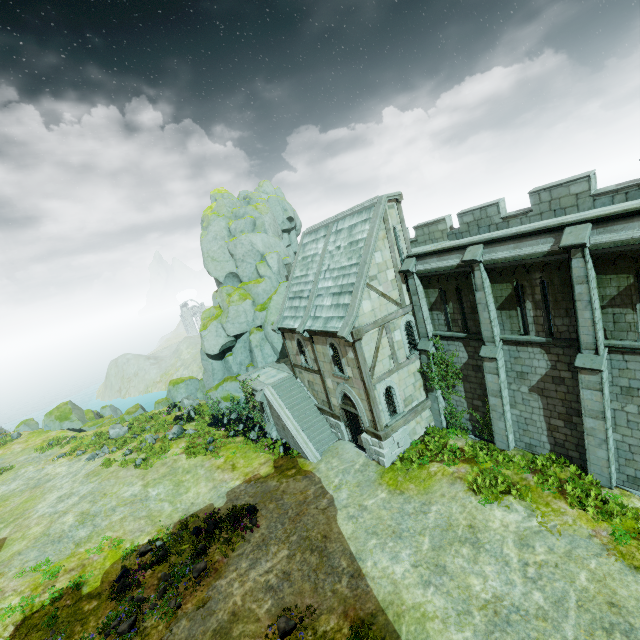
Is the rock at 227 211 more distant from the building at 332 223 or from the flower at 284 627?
the flower at 284 627

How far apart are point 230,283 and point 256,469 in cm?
1792

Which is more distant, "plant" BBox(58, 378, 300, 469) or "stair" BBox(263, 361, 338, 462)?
"plant" BBox(58, 378, 300, 469)

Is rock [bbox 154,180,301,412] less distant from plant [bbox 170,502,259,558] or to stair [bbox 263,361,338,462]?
stair [bbox 263,361,338,462]

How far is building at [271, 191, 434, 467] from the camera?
16.39m

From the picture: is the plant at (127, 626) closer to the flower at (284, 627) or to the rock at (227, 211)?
the flower at (284, 627)

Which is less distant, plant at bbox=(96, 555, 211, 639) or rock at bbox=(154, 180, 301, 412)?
plant at bbox=(96, 555, 211, 639)

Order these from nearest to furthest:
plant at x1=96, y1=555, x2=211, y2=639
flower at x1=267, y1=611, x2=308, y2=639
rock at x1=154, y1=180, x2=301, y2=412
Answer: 1. flower at x1=267, y1=611, x2=308, y2=639
2. plant at x1=96, y1=555, x2=211, y2=639
3. rock at x1=154, y1=180, x2=301, y2=412
